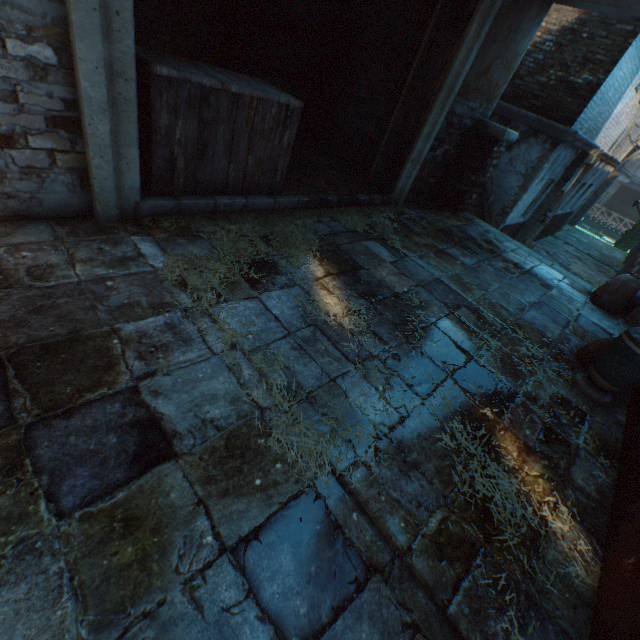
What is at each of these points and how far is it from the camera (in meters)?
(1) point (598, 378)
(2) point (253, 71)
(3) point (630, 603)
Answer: (1) ceramic pot, 2.93
(2) building, 5.16
(3) building, 1.46

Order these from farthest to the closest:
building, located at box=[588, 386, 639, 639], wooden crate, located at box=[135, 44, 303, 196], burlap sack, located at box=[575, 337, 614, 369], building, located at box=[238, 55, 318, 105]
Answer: building, located at box=[238, 55, 318, 105] → burlap sack, located at box=[575, 337, 614, 369] → wooden crate, located at box=[135, 44, 303, 196] → building, located at box=[588, 386, 639, 639]

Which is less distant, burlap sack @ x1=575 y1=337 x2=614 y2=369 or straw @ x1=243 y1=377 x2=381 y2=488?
straw @ x1=243 y1=377 x2=381 y2=488

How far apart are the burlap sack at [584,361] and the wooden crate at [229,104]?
3.8m

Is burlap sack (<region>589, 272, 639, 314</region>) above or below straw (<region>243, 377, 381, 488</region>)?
above

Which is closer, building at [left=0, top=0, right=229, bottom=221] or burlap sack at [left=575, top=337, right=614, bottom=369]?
building at [left=0, top=0, right=229, bottom=221]

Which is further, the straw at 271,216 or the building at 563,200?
the building at 563,200

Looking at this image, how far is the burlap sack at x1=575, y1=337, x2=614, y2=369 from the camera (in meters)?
3.23
